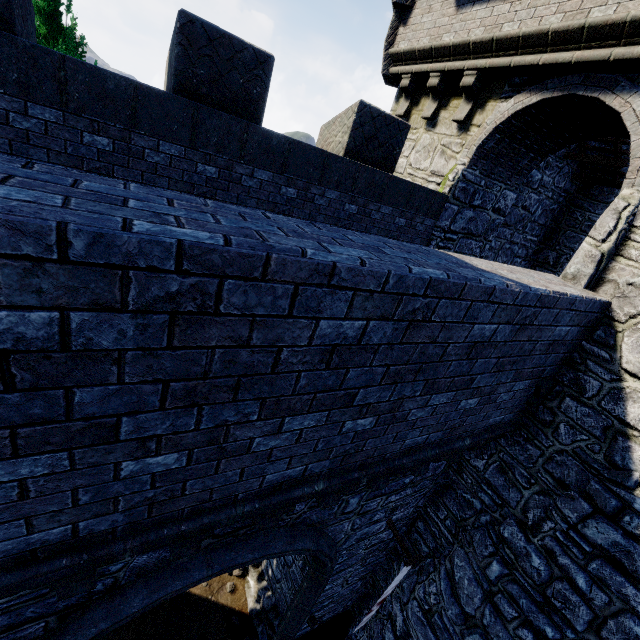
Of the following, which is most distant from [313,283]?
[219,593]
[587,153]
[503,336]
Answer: [587,153]

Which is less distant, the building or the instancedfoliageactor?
the building

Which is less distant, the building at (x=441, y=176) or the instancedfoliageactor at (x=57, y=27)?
the building at (x=441, y=176)
